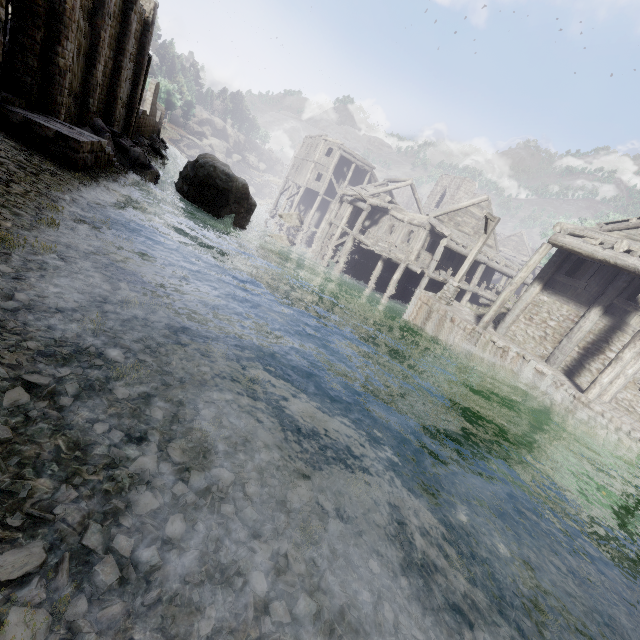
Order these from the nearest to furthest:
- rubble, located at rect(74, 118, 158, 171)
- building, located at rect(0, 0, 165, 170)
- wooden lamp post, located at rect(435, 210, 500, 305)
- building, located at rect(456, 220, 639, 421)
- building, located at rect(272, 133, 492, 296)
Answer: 1. building, located at rect(0, 0, 165, 170)
2. building, located at rect(456, 220, 639, 421)
3. wooden lamp post, located at rect(435, 210, 500, 305)
4. rubble, located at rect(74, 118, 158, 171)
5. building, located at rect(272, 133, 492, 296)

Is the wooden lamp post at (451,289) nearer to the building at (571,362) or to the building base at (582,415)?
the building base at (582,415)

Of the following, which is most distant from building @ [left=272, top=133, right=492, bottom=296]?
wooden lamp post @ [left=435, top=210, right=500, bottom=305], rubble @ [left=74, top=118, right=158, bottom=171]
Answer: wooden lamp post @ [left=435, top=210, right=500, bottom=305]

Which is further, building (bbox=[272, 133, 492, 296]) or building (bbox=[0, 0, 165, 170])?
building (bbox=[272, 133, 492, 296])

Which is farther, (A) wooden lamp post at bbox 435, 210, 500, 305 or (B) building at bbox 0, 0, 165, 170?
(A) wooden lamp post at bbox 435, 210, 500, 305

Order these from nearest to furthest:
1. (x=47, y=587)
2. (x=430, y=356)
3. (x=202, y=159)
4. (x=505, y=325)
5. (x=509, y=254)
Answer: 1. (x=47, y=587)
2. (x=430, y=356)
3. (x=505, y=325)
4. (x=202, y=159)
5. (x=509, y=254)

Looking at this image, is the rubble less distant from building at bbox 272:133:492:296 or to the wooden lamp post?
building at bbox 272:133:492:296

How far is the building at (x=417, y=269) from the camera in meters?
22.1
